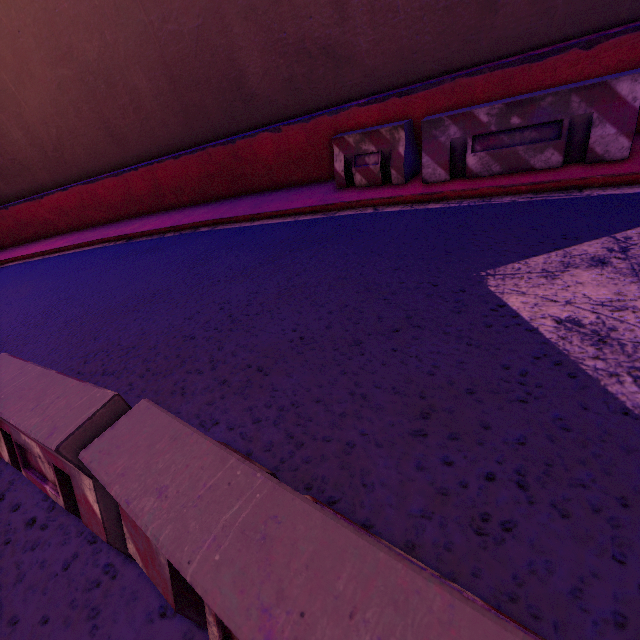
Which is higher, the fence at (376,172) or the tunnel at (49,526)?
the fence at (376,172)

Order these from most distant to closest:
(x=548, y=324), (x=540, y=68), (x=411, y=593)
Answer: (x=540, y=68)
(x=548, y=324)
(x=411, y=593)

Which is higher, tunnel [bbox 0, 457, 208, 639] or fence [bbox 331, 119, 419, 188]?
fence [bbox 331, 119, 419, 188]

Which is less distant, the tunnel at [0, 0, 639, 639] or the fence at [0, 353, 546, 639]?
the fence at [0, 353, 546, 639]

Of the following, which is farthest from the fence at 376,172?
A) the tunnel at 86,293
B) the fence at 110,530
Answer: the fence at 110,530

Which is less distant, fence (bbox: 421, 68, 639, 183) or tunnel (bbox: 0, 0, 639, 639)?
tunnel (bbox: 0, 0, 639, 639)

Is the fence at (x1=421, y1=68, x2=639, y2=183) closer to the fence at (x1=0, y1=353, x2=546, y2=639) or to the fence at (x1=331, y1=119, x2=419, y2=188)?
the fence at (x1=331, y1=119, x2=419, y2=188)
